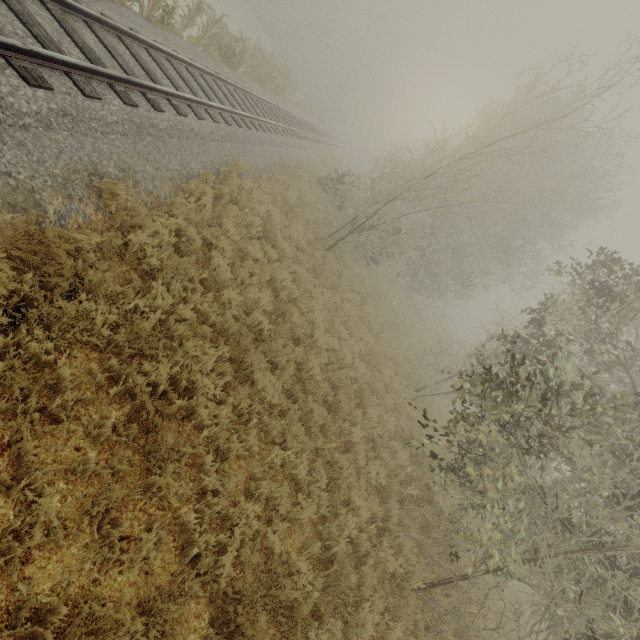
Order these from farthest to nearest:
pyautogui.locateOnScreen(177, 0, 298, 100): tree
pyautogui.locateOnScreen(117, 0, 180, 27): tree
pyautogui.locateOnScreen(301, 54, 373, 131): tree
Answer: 1. pyautogui.locateOnScreen(301, 54, 373, 131): tree
2. pyautogui.locateOnScreen(177, 0, 298, 100): tree
3. pyautogui.locateOnScreen(117, 0, 180, 27): tree

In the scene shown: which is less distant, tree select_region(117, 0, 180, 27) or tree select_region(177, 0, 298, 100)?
tree select_region(117, 0, 180, 27)

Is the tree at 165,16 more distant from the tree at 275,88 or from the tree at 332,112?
the tree at 332,112

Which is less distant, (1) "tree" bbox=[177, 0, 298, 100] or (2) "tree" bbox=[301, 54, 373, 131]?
(1) "tree" bbox=[177, 0, 298, 100]

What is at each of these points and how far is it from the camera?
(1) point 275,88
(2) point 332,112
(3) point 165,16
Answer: (1) tree, 22.4m
(2) tree, 42.8m
(3) tree, 10.5m

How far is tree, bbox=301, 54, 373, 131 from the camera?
38.22m

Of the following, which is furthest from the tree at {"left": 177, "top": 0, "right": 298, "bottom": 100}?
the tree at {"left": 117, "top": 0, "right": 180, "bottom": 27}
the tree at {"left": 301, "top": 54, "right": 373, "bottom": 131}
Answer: the tree at {"left": 301, "top": 54, "right": 373, "bottom": 131}

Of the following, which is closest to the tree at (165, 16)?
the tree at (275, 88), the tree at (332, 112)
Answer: the tree at (275, 88)
